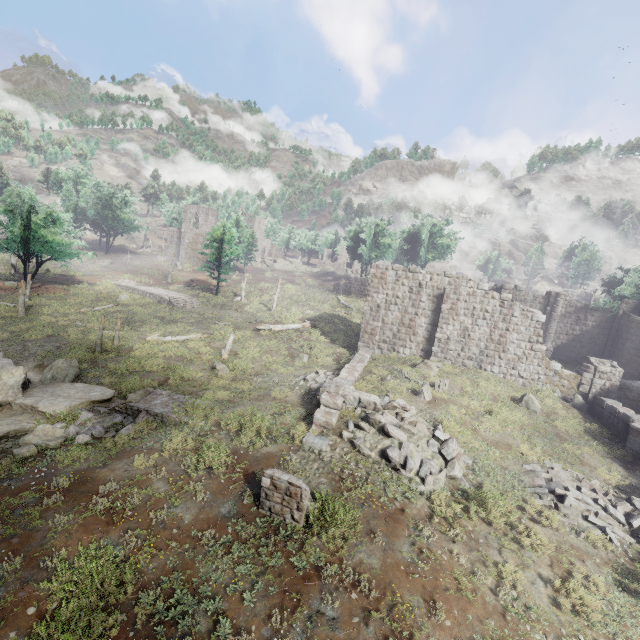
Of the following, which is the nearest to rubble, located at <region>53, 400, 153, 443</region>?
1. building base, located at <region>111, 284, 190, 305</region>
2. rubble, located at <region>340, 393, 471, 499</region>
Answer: rubble, located at <region>340, 393, 471, 499</region>

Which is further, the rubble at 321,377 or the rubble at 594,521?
the rubble at 321,377

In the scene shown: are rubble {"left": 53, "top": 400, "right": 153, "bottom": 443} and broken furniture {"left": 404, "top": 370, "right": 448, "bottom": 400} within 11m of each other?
no

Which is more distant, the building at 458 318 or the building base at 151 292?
the building base at 151 292

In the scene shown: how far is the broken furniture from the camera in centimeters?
1591cm

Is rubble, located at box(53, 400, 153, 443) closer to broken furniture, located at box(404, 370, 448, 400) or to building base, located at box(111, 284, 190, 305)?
broken furniture, located at box(404, 370, 448, 400)

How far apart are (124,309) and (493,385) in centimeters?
3318cm

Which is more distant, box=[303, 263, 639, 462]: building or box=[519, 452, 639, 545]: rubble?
box=[303, 263, 639, 462]: building
